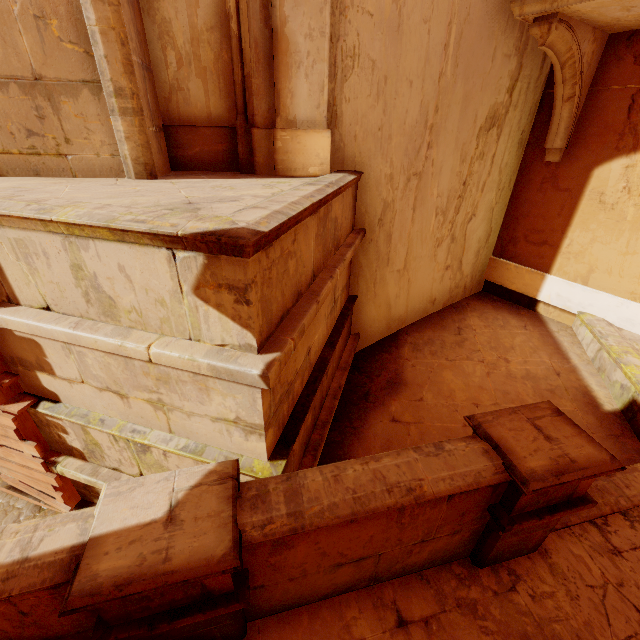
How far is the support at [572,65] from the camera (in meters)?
4.49

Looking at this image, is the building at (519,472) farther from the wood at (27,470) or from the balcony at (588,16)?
the balcony at (588,16)

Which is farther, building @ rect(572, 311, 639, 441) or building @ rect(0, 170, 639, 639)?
building @ rect(572, 311, 639, 441)

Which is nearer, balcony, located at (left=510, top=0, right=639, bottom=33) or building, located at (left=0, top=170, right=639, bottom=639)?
building, located at (left=0, top=170, right=639, bottom=639)

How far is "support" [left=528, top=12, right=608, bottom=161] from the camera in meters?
4.5 m

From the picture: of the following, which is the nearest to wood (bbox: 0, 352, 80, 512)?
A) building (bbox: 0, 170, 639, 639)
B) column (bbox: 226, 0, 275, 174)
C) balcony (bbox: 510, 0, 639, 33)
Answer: building (bbox: 0, 170, 639, 639)

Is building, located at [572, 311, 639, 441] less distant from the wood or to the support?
the wood

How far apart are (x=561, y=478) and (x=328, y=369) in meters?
3.2
